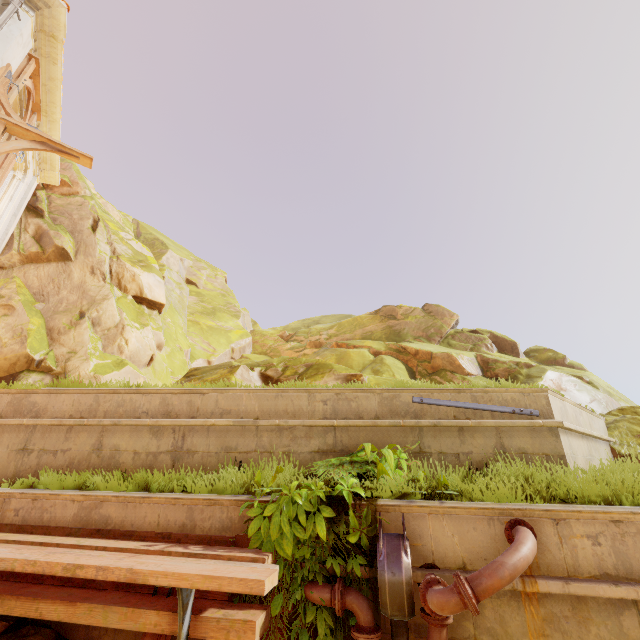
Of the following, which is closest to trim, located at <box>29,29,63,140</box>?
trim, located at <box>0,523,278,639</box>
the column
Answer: the column

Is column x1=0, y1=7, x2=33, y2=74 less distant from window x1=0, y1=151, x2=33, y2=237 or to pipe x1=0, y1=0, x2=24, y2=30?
pipe x1=0, y1=0, x2=24, y2=30

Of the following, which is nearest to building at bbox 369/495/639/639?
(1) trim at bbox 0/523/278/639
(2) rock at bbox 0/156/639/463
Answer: Result: (1) trim at bbox 0/523/278/639

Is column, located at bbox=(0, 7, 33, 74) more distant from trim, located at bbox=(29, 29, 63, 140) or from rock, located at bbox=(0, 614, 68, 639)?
rock, located at bbox=(0, 614, 68, 639)

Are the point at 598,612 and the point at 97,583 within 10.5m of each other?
yes

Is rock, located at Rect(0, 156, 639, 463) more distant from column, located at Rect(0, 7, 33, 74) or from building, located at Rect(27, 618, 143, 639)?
column, located at Rect(0, 7, 33, 74)

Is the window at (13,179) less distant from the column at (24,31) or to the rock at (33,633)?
the column at (24,31)

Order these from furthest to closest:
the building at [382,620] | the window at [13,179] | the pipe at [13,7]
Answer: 1. the window at [13,179]
2. the pipe at [13,7]
3. the building at [382,620]
